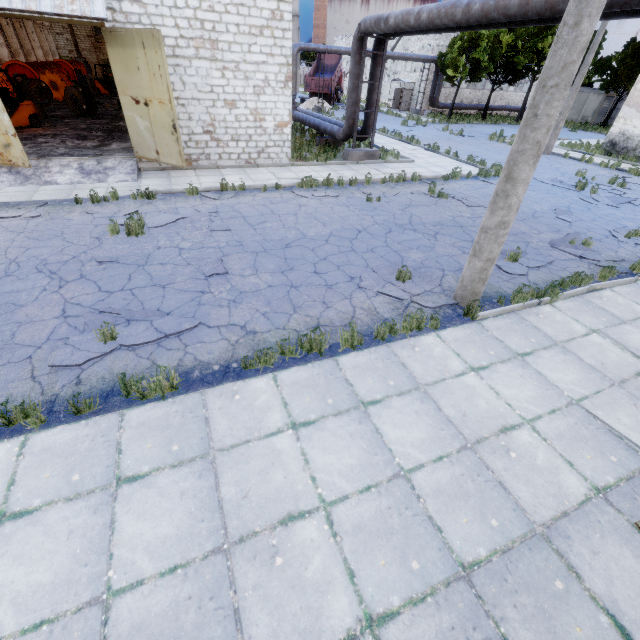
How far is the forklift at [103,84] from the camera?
28.4 meters

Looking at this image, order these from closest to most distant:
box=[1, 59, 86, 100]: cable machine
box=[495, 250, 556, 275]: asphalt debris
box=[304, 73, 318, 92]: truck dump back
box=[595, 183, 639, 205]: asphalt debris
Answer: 1. box=[495, 250, 556, 275]: asphalt debris
2. box=[595, 183, 639, 205]: asphalt debris
3. box=[1, 59, 86, 100]: cable machine
4. box=[304, 73, 318, 92]: truck dump back

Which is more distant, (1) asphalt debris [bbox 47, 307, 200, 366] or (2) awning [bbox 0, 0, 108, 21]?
(2) awning [bbox 0, 0, 108, 21]

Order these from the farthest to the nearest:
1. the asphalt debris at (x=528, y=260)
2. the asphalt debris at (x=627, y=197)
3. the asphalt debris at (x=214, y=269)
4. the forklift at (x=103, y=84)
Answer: the forklift at (x=103, y=84) → the asphalt debris at (x=627, y=197) → the asphalt debris at (x=528, y=260) → the asphalt debris at (x=214, y=269)

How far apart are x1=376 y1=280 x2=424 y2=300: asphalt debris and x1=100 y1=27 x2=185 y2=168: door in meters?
8.6 m

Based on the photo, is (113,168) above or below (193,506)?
above

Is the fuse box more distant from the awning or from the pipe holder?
the awning

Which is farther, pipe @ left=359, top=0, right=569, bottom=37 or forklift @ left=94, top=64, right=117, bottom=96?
forklift @ left=94, top=64, right=117, bottom=96
